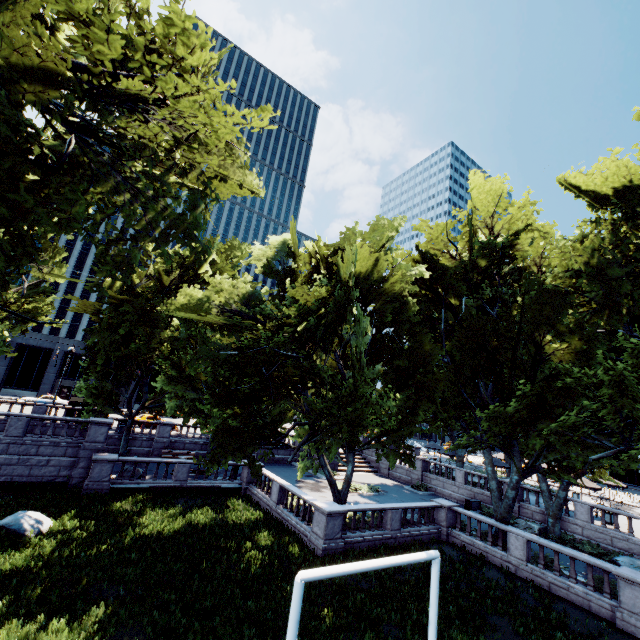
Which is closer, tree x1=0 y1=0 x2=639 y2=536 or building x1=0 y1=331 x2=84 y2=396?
tree x1=0 y1=0 x2=639 y2=536

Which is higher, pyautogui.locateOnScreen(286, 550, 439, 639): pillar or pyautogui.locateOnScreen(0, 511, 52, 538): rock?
pyautogui.locateOnScreen(286, 550, 439, 639): pillar

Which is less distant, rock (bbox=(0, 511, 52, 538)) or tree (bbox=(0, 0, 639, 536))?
tree (bbox=(0, 0, 639, 536))

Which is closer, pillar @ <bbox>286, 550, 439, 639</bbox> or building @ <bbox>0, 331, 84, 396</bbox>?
pillar @ <bbox>286, 550, 439, 639</bbox>

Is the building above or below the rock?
above

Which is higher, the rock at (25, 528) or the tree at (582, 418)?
the tree at (582, 418)

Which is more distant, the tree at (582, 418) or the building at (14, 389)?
the building at (14, 389)

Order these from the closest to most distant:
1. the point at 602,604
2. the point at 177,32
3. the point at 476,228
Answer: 1. the point at 177,32
2. the point at 602,604
3. the point at 476,228
